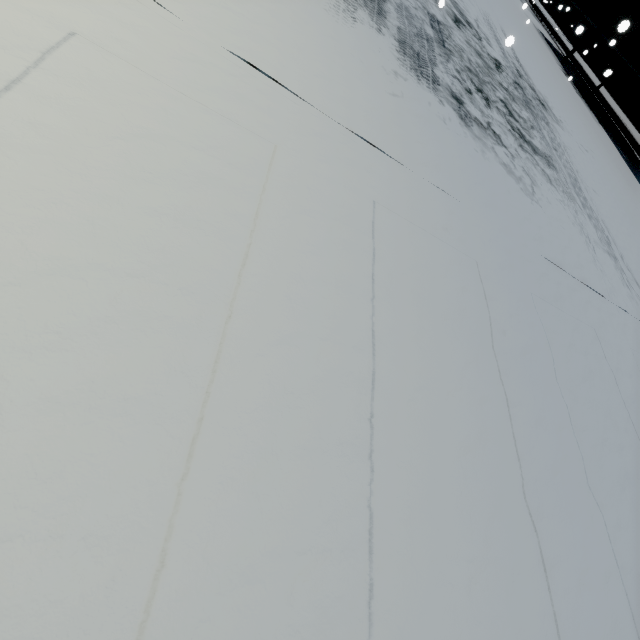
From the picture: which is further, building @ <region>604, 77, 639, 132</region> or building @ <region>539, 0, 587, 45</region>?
building @ <region>539, 0, 587, 45</region>

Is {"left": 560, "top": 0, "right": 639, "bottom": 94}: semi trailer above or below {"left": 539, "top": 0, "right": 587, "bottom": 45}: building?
above

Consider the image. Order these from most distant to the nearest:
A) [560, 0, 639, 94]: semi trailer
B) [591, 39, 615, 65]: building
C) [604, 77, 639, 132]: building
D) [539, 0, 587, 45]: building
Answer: [539, 0, 587, 45]: building → [591, 39, 615, 65]: building → [604, 77, 639, 132]: building → [560, 0, 639, 94]: semi trailer

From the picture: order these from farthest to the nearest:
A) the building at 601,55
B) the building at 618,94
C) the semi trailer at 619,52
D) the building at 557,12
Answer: the building at 557,12
the building at 601,55
the building at 618,94
the semi trailer at 619,52

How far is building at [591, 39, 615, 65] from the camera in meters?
19.6

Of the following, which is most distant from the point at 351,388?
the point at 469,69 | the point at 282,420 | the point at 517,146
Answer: the point at 469,69

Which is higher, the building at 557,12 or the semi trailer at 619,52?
the semi trailer at 619,52
